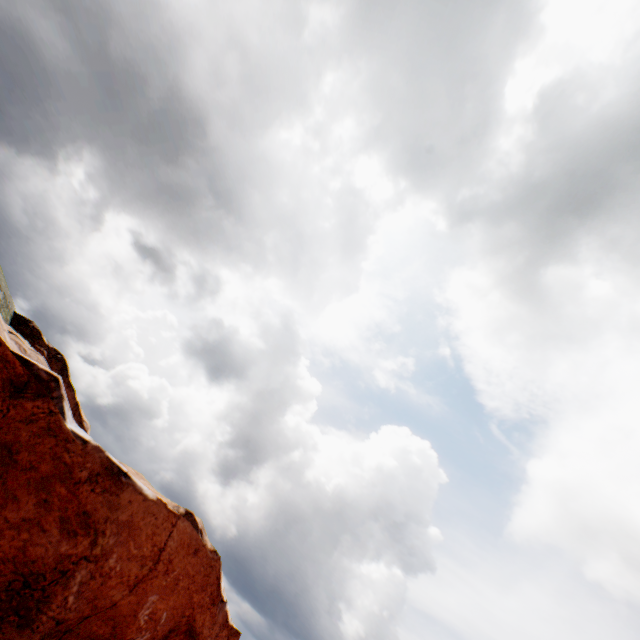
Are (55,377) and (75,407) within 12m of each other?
no
